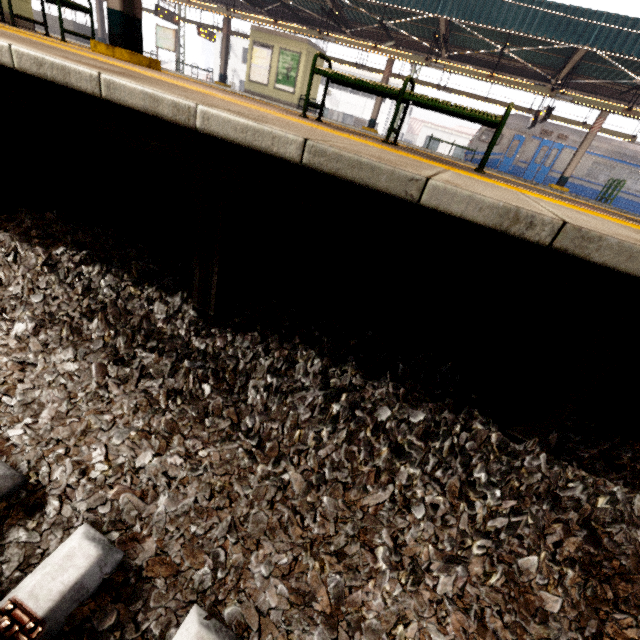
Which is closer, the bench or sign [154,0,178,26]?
the bench

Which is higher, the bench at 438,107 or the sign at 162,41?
the sign at 162,41

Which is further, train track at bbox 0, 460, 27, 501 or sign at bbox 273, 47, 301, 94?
sign at bbox 273, 47, 301, 94

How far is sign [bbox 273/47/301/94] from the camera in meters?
16.4 m

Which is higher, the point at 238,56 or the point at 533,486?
the point at 238,56

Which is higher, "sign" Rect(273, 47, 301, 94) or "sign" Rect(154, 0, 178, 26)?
"sign" Rect(154, 0, 178, 26)

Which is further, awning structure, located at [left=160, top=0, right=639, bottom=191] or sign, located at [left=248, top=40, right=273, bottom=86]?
sign, located at [left=248, top=40, right=273, bottom=86]

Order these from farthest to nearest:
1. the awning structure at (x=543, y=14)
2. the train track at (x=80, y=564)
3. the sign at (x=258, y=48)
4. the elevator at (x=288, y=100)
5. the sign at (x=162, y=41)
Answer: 1. the sign at (x=162, y=41)
2. the sign at (x=258, y=48)
3. the elevator at (x=288, y=100)
4. the awning structure at (x=543, y=14)
5. the train track at (x=80, y=564)
